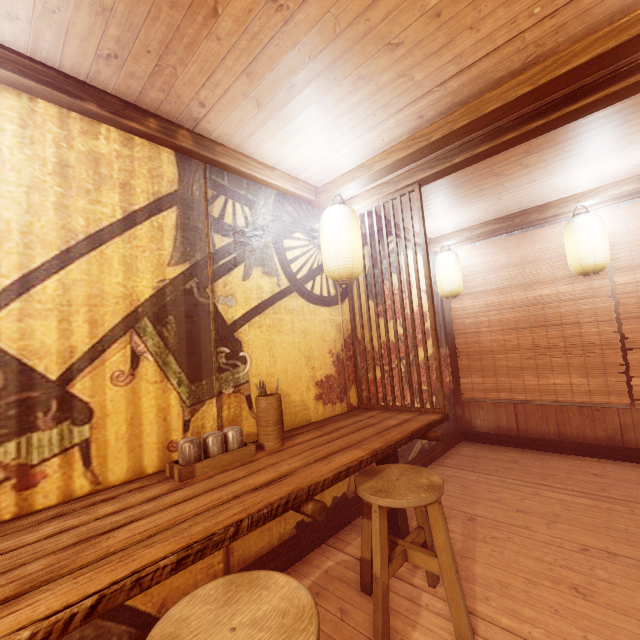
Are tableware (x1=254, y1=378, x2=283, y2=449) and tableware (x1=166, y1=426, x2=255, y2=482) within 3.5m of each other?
yes

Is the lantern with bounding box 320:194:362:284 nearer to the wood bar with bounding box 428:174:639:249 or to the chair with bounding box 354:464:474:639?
the chair with bounding box 354:464:474:639

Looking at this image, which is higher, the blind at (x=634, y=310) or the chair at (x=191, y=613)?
the blind at (x=634, y=310)

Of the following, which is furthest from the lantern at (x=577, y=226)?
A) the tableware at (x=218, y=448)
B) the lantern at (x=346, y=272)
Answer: the tableware at (x=218, y=448)

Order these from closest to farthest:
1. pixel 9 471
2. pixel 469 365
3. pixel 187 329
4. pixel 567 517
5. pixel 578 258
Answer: pixel 9 471, pixel 187 329, pixel 567 517, pixel 578 258, pixel 469 365

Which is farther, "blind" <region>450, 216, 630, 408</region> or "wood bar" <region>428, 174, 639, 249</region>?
"blind" <region>450, 216, 630, 408</region>

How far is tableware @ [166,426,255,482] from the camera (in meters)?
2.95

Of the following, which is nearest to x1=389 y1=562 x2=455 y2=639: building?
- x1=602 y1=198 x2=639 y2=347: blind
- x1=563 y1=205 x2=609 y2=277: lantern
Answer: x1=602 y1=198 x2=639 y2=347: blind
